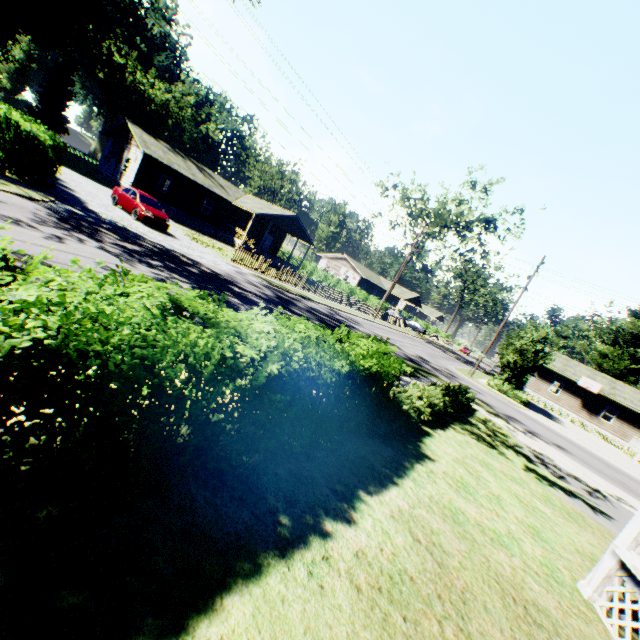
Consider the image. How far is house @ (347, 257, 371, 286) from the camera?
58.5m

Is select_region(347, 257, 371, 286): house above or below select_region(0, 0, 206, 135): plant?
below

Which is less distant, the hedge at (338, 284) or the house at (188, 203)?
the house at (188, 203)

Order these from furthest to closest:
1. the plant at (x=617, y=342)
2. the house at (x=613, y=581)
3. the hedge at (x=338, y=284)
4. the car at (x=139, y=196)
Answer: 1. the hedge at (x=338, y=284)
2. the plant at (x=617, y=342)
3. the car at (x=139, y=196)
4. the house at (x=613, y=581)

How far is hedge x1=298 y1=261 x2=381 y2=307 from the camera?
43.69m

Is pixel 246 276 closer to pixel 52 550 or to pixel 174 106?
pixel 52 550

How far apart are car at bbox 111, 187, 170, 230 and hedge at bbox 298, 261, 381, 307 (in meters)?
27.99

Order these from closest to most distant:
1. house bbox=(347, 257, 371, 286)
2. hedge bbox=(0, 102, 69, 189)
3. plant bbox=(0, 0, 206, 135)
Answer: hedge bbox=(0, 102, 69, 189)
plant bbox=(0, 0, 206, 135)
house bbox=(347, 257, 371, 286)
